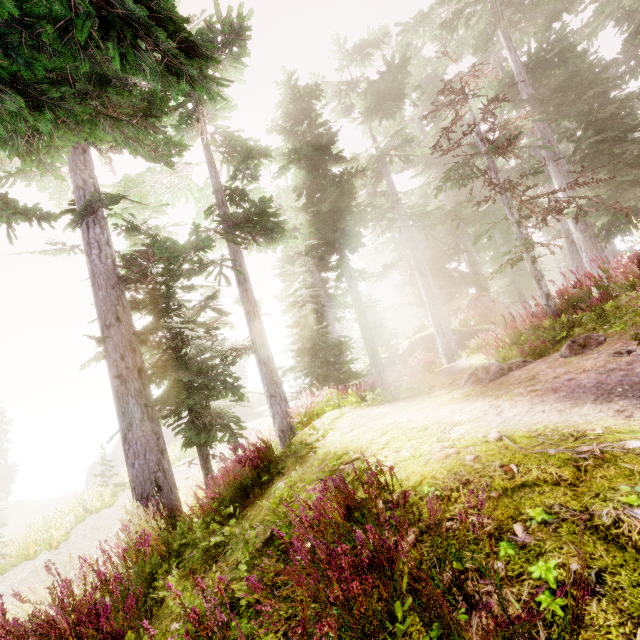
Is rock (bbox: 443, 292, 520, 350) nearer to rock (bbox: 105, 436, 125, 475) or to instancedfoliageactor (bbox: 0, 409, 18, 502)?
instancedfoliageactor (bbox: 0, 409, 18, 502)

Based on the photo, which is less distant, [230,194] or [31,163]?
[31,163]

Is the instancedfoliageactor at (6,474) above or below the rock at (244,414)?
above

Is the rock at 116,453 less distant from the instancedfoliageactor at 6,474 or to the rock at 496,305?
the instancedfoliageactor at 6,474

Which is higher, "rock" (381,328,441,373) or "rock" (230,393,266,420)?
"rock" (381,328,441,373)

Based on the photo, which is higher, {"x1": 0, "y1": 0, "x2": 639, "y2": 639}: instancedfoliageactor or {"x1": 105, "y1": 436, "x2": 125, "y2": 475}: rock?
{"x1": 0, "y1": 0, "x2": 639, "y2": 639}: instancedfoliageactor
